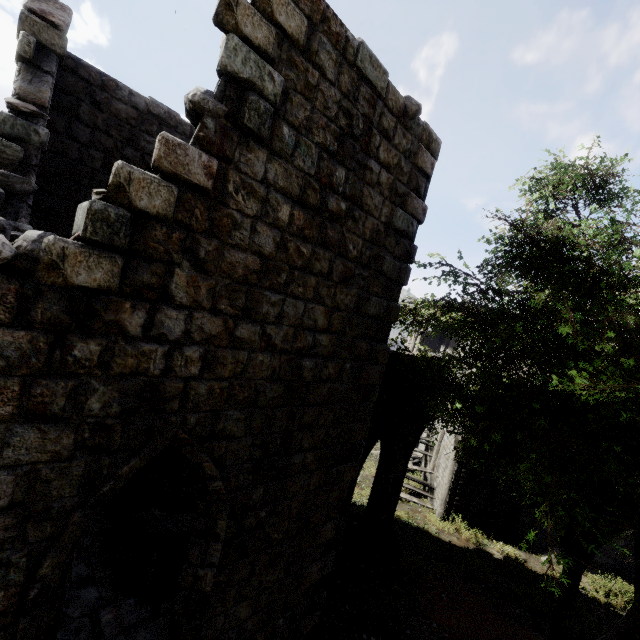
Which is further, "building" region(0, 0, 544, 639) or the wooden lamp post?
the wooden lamp post

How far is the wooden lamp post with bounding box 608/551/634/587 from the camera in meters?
12.0

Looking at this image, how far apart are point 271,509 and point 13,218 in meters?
5.6

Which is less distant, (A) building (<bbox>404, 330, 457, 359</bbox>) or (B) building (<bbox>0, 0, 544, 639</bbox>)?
(B) building (<bbox>0, 0, 544, 639</bbox>)

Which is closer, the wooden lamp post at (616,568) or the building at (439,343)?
the wooden lamp post at (616,568)

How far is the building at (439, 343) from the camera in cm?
1867

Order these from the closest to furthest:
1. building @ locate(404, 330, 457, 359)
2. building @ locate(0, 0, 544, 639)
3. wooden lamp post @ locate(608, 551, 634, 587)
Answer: building @ locate(0, 0, 544, 639) < wooden lamp post @ locate(608, 551, 634, 587) < building @ locate(404, 330, 457, 359)
